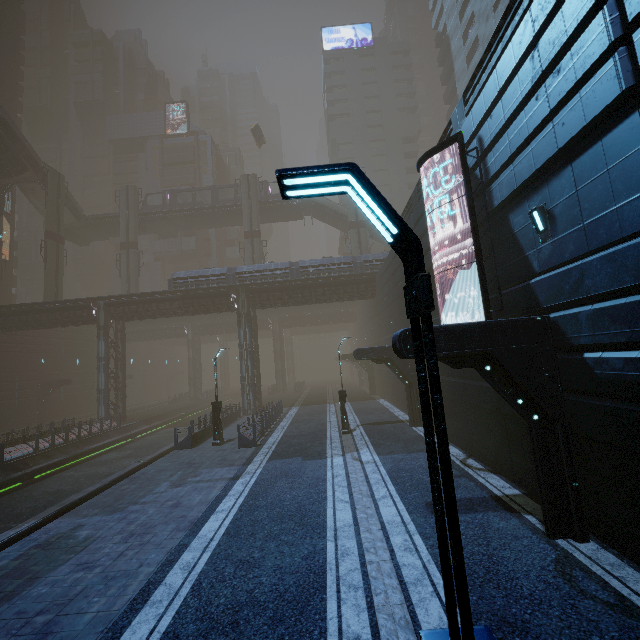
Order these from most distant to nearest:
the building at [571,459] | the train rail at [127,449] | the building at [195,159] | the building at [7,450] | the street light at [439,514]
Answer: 1. the building at [195,159]
2. the building at [7,450]
3. the train rail at [127,449]
4. the building at [571,459]
5. the street light at [439,514]

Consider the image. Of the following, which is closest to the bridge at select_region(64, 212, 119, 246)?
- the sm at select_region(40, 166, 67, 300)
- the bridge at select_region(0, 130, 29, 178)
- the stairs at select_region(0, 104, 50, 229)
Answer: the stairs at select_region(0, 104, 50, 229)

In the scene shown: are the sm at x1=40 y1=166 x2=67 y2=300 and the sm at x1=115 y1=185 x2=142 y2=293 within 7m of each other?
yes

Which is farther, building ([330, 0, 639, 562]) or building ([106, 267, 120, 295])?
building ([106, 267, 120, 295])

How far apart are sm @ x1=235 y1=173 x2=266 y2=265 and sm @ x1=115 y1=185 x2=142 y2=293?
12.91m

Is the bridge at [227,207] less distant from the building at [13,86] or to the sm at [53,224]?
the building at [13,86]

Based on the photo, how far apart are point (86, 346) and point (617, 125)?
55.9 meters

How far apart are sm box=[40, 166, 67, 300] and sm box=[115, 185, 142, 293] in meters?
5.4
